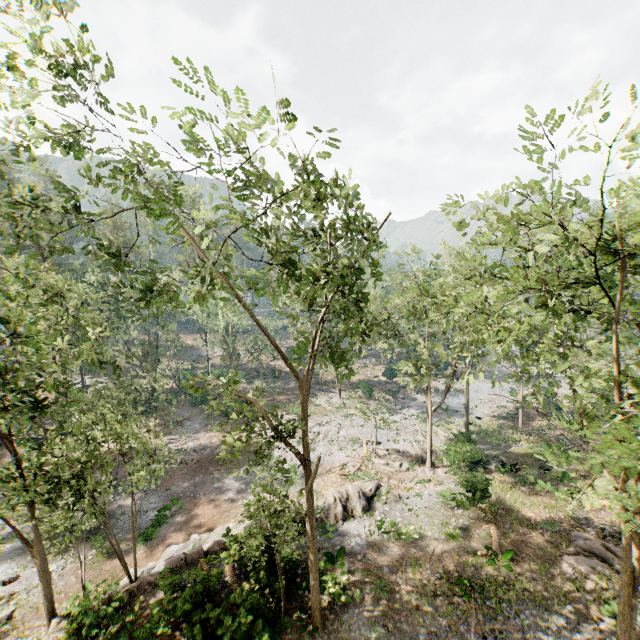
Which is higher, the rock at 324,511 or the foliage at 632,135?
the foliage at 632,135

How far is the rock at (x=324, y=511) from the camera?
20.5m

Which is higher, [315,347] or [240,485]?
[315,347]

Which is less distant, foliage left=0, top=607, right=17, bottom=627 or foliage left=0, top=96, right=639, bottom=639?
foliage left=0, top=96, right=639, bottom=639

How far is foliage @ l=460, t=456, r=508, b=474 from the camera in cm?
2602

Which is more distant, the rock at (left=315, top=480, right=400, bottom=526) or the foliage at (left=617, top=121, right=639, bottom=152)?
the rock at (left=315, top=480, right=400, bottom=526)
